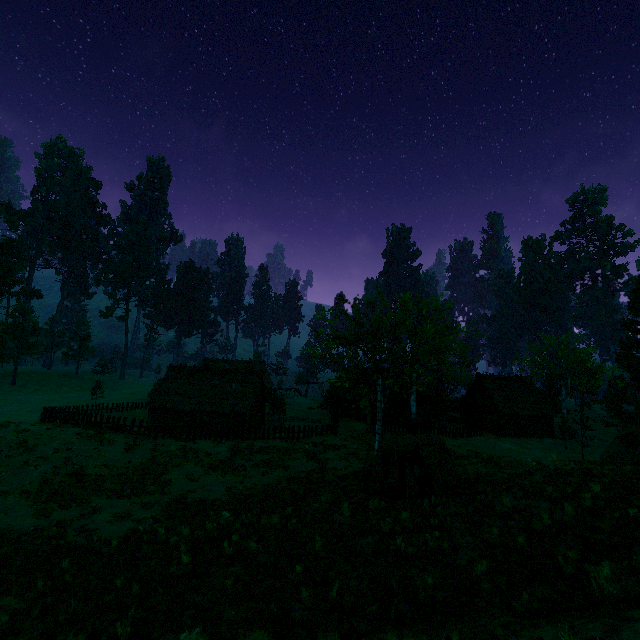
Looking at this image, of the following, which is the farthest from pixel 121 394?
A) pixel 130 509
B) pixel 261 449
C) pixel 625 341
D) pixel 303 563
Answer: pixel 625 341

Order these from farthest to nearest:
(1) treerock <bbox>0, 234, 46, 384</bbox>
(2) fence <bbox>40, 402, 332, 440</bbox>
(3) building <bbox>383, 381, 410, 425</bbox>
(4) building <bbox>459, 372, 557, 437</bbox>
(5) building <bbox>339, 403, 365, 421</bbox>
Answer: (1) treerock <bbox>0, 234, 46, 384</bbox> → (5) building <bbox>339, 403, 365, 421</bbox> → (3) building <bbox>383, 381, 410, 425</bbox> → (4) building <bbox>459, 372, 557, 437</bbox> → (2) fence <bbox>40, 402, 332, 440</bbox>

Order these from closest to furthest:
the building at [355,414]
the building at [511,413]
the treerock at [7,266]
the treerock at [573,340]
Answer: the treerock at [573,340]
the building at [511,413]
the building at [355,414]
the treerock at [7,266]

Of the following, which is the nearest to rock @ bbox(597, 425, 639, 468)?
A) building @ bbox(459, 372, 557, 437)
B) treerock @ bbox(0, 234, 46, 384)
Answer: treerock @ bbox(0, 234, 46, 384)

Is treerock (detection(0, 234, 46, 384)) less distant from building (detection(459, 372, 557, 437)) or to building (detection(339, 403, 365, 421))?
building (detection(339, 403, 365, 421))

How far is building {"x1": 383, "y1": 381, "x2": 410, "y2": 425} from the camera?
43.7 meters

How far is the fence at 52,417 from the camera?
26.2 meters

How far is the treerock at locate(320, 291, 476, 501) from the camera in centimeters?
1320cm
